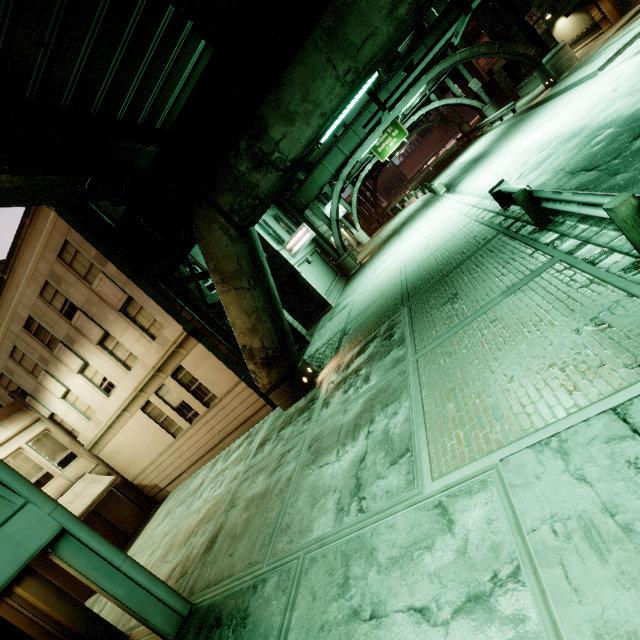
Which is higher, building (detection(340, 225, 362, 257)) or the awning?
the awning

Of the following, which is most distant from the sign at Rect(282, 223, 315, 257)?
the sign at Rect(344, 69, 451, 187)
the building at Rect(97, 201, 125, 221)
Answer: the sign at Rect(344, 69, 451, 187)

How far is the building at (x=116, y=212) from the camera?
13.8m

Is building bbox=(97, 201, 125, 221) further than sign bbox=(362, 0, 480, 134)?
Yes

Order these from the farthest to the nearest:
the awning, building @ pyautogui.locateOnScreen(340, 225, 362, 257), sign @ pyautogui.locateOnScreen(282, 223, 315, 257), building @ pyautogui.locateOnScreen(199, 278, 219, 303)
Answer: building @ pyautogui.locateOnScreen(340, 225, 362, 257) < sign @ pyautogui.locateOnScreen(282, 223, 315, 257) < building @ pyautogui.locateOnScreen(199, 278, 219, 303) < the awning

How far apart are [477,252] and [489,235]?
0.8 meters

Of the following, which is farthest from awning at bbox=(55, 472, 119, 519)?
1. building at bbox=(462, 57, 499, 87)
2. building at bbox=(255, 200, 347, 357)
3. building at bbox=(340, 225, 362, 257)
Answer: building at bbox=(462, 57, 499, 87)

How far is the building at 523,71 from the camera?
32.0m
